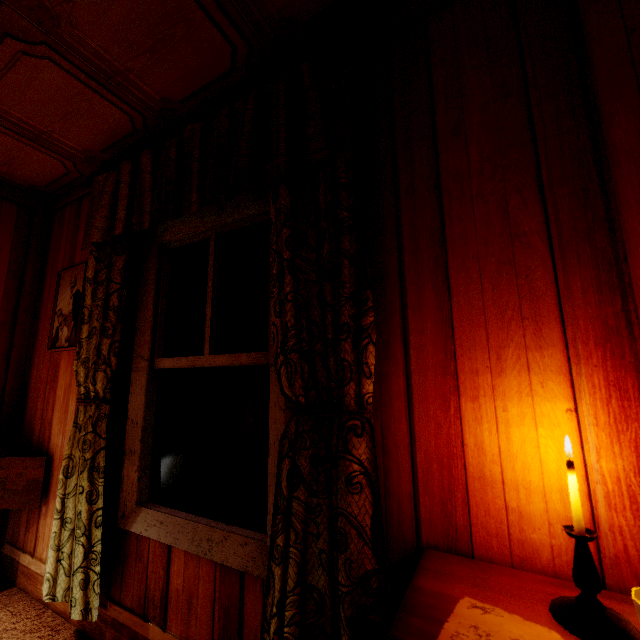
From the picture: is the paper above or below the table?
above

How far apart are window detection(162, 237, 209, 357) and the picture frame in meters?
0.9 m

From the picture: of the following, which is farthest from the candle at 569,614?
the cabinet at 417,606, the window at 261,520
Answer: the window at 261,520

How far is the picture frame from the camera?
2.3 meters

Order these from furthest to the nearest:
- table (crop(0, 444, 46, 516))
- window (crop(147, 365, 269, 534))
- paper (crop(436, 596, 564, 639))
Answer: table (crop(0, 444, 46, 516)) → window (crop(147, 365, 269, 534)) → paper (crop(436, 596, 564, 639))

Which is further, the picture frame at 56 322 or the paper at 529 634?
the picture frame at 56 322

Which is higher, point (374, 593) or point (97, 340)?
point (97, 340)

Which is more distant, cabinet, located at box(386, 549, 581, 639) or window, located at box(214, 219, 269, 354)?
window, located at box(214, 219, 269, 354)
